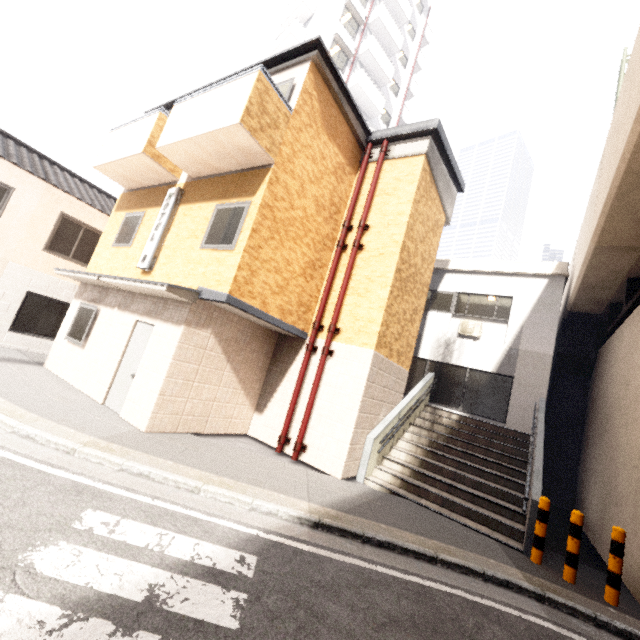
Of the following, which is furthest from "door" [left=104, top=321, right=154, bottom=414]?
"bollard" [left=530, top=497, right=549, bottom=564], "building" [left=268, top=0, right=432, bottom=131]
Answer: "building" [left=268, top=0, right=432, bottom=131]

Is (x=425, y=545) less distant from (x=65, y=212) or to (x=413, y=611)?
(x=413, y=611)

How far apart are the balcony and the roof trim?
10.4m

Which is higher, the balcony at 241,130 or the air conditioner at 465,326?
the balcony at 241,130

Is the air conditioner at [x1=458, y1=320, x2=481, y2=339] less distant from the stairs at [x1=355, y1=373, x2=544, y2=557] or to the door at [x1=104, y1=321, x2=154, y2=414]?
the stairs at [x1=355, y1=373, x2=544, y2=557]

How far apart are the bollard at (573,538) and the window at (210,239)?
7.8 meters

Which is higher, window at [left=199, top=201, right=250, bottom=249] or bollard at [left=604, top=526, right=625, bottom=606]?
window at [left=199, top=201, right=250, bottom=249]

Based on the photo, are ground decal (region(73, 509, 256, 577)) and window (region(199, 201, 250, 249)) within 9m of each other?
yes
